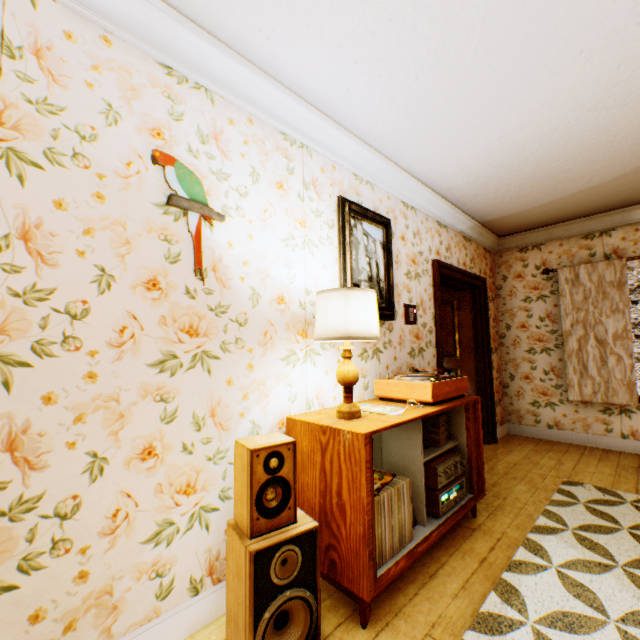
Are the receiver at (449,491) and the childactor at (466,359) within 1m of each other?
no

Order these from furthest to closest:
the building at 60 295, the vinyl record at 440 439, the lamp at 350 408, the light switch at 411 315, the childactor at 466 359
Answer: the childactor at 466 359 < the light switch at 411 315 < the vinyl record at 440 439 < the lamp at 350 408 < the building at 60 295

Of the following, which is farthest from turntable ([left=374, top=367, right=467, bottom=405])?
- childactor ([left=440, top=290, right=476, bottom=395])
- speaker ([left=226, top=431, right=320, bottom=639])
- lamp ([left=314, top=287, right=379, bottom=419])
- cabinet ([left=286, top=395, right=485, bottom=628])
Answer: Answer: childactor ([left=440, top=290, right=476, bottom=395])

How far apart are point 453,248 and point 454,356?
1.7m

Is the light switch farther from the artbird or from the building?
the artbird

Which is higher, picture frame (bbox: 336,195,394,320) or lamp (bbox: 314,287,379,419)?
picture frame (bbox: 336,195,394,320)

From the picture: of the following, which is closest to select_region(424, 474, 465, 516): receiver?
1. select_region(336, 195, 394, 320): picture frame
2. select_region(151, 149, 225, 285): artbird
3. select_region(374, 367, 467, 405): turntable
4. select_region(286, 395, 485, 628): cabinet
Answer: select_region(286, 395, 485, 628): cabinet

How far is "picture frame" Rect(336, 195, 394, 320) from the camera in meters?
2.6 m
